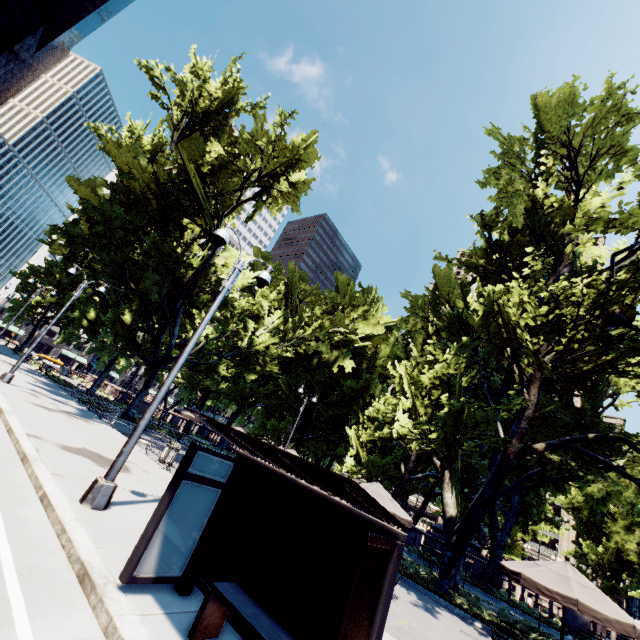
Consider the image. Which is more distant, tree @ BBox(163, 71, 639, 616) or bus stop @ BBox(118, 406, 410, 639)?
tree @ BBox(163, 71, 639, 616)

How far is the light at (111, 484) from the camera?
6.8m

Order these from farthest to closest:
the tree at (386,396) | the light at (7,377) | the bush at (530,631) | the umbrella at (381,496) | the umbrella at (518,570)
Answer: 1. the light at (7,377)
2. the tree at (386,396)
3. the bush at (530,631)
4. the umbrella at (381,496)
5. the umbrella at (518,570)

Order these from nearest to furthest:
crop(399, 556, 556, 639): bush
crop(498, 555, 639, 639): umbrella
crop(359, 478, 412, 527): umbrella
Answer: crop(498, 555, 639, 639): umbrella, crop(359, 478, 412, 527): umbrella, crop(399, 556, 556, 639): bush

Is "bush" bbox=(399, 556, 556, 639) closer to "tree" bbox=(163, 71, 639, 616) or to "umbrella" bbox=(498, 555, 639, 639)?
"tree" bbox=(163, 71, 639, 616)

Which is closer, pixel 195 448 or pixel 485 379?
pixel 195 448

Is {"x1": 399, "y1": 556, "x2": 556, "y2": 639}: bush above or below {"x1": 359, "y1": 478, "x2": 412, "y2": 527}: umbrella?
below

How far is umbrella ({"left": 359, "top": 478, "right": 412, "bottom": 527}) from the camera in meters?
10.2 m
